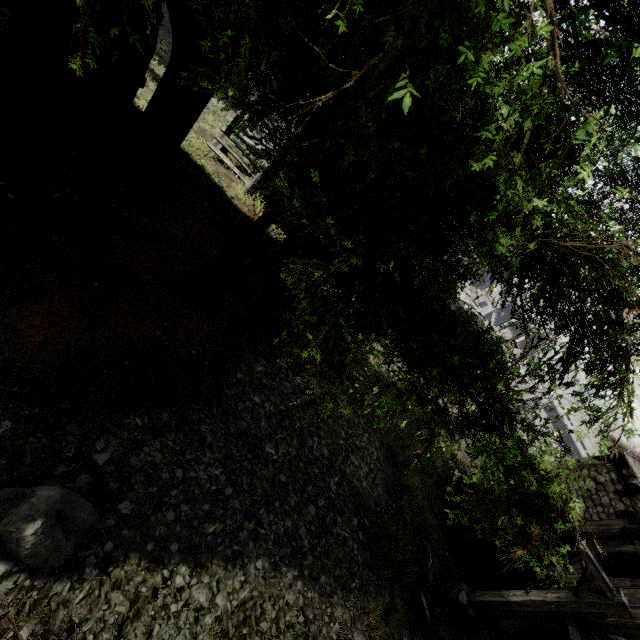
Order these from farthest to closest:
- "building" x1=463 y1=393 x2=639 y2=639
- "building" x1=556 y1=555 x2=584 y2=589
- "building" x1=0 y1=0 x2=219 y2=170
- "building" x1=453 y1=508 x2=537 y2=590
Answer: "building" x1=453 y1=508 x2=537 y2=590 → "building" x1=556 y1=555 x2=584 y2=589 → "building" x1=463 y1=393 x2=639 y2=639 → "building" x1=0 y1=0 x2=219 y2=170

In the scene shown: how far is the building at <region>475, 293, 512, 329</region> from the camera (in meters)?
39.06

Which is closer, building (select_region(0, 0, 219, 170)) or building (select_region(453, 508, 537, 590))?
building (select_region(0, 0, 219, 170))

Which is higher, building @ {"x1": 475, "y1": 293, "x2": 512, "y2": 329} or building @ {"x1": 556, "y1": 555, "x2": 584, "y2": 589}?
building @ {"x1": 556, "y1": 555, "x2": 584, "y2": 589}

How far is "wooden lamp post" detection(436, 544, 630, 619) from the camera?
7.1m

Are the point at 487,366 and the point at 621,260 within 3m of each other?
yes

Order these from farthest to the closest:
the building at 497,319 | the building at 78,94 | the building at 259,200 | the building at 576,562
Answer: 1. the building at 497,319
2. the building at 259,200
3. the building at 576,562
4. the building at 78,94

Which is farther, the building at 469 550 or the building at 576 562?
the building at 469 550
